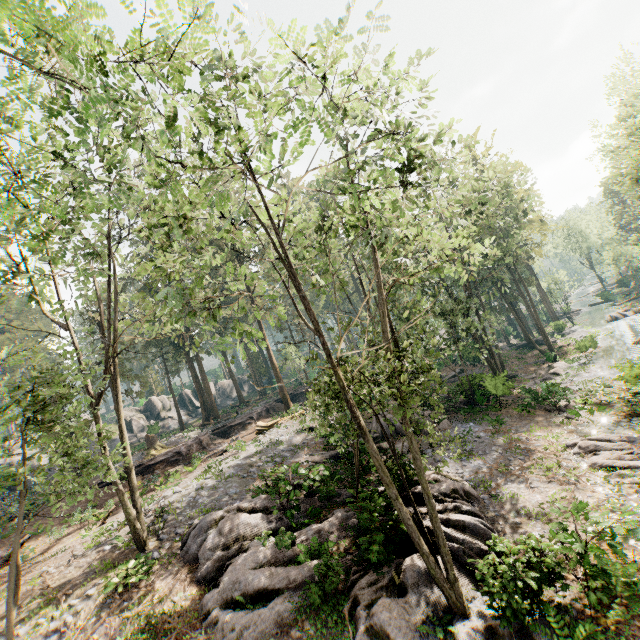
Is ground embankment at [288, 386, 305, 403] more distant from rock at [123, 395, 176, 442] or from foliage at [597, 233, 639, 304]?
A: rock at [123, 395, 176, 442]

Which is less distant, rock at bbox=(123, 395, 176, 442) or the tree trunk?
the tree trunk

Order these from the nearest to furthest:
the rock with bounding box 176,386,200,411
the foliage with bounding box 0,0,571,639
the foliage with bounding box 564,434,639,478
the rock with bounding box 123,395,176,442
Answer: the foliage with bounding box 0,0,571,639, the foliage with bounding box 564,434,639,478, the rock with bounding box 123,395,176,442, the rock with bounding box 176,386,200,411

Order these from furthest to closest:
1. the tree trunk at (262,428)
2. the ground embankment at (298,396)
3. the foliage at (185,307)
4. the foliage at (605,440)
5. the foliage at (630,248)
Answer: the foliage at (630,248), the ground embankment at (298,396), the tree trunk at (262,428), the foliage at (605,440), the foliage at (185,307)

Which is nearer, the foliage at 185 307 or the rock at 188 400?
the foliage at 185 307

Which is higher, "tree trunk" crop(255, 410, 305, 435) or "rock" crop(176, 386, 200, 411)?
"rock" crop(176, 386, 200, 411)

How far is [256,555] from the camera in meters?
11.3

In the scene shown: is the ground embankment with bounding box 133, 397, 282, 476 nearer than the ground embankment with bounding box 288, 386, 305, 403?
Yes
